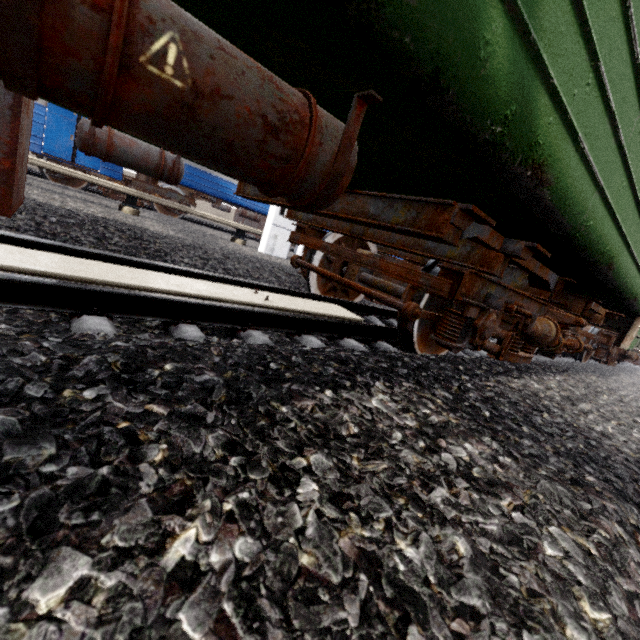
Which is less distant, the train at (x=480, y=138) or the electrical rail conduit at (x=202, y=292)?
the train at (x=480, y=138)

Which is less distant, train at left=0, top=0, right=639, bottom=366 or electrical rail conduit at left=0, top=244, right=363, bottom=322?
train at left=0, top=0, right=639, bottom=366

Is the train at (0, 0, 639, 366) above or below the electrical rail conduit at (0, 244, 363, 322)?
above

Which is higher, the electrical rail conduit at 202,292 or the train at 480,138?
the train at 480,138

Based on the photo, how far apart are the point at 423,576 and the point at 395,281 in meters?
3.8
